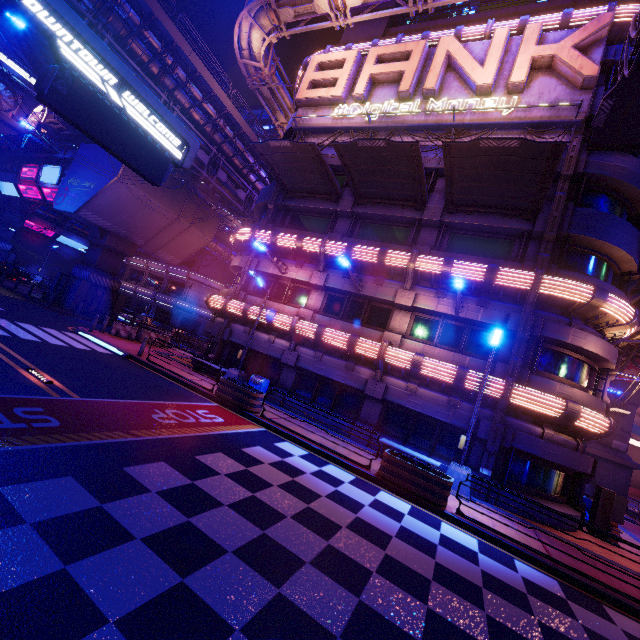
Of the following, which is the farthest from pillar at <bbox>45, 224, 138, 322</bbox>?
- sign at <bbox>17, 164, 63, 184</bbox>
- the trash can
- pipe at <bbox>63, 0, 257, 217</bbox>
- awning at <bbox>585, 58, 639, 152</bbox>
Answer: awning at <bbox>585, 58, 639, 152</bbox>

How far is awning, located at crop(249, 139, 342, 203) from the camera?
16.2 meters

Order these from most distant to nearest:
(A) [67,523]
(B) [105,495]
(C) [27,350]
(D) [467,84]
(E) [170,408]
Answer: (D) [467,84] < (C) [27,350] < (E) [170,408] < (B) [105,495] < (A) [67,523]

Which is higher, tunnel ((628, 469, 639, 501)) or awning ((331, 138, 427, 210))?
awning ((331, 138, 427, 210))

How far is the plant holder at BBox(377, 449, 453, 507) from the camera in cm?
977

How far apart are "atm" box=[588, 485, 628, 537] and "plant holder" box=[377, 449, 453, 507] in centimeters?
827cm

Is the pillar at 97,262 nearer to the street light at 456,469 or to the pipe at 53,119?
the pipe at 53,119

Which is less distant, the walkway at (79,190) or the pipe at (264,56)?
the pipe at (264,56)
